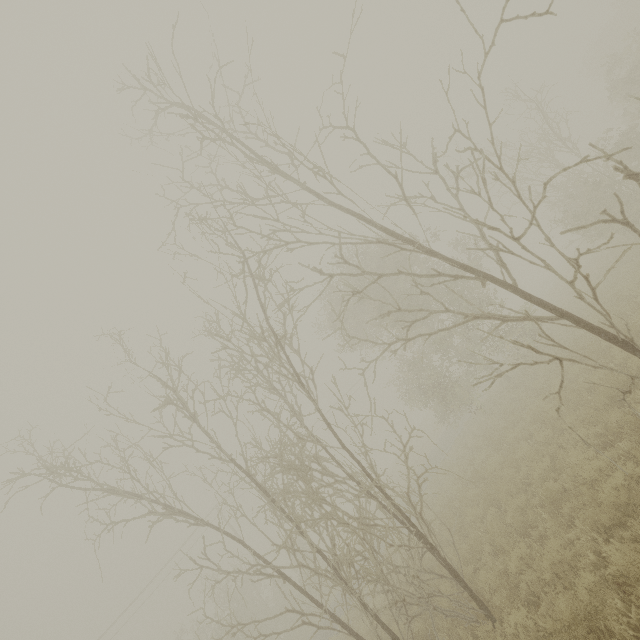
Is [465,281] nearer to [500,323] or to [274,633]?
[500,323]
